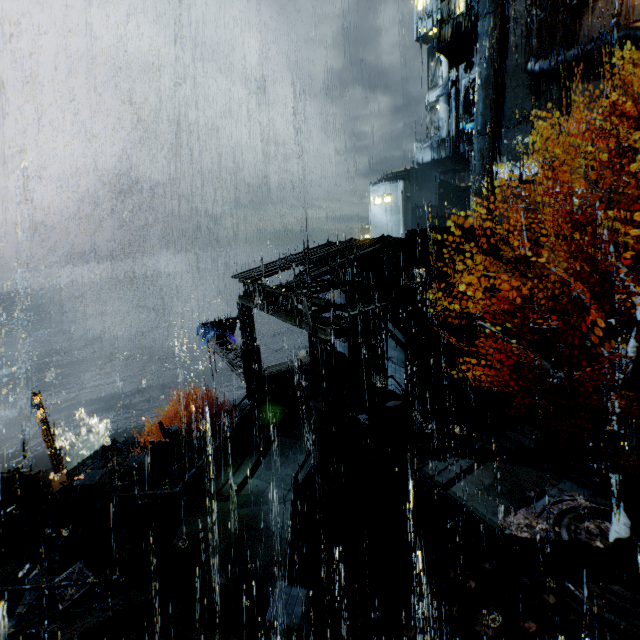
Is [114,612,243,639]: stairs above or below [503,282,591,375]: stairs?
below

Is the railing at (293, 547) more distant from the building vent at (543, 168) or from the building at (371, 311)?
the building vent at (543, 168)

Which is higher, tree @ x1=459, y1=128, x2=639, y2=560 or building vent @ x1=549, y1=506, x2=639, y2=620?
tree @ x1=459, y1=128, x2=639, y2=560

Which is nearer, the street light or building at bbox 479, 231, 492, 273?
building at bbox 479, 231, 492, 273

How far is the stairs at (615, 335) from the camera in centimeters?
1763cm

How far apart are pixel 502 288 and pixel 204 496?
20.4 meters

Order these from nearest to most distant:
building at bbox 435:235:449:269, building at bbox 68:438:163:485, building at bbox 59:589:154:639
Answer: building at bbox 59:589:154:639, building at bbox 435:235:449:269, building at bbox 68:438:163:485

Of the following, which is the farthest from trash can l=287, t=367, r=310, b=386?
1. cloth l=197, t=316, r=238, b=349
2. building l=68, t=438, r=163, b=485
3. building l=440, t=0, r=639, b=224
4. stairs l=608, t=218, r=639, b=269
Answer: building l=68, t=438, r=163, b=485
